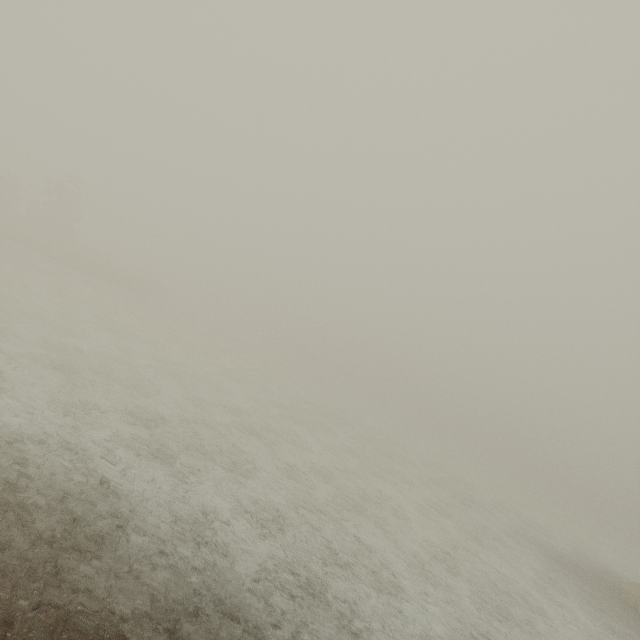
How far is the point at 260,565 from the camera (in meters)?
6.92
